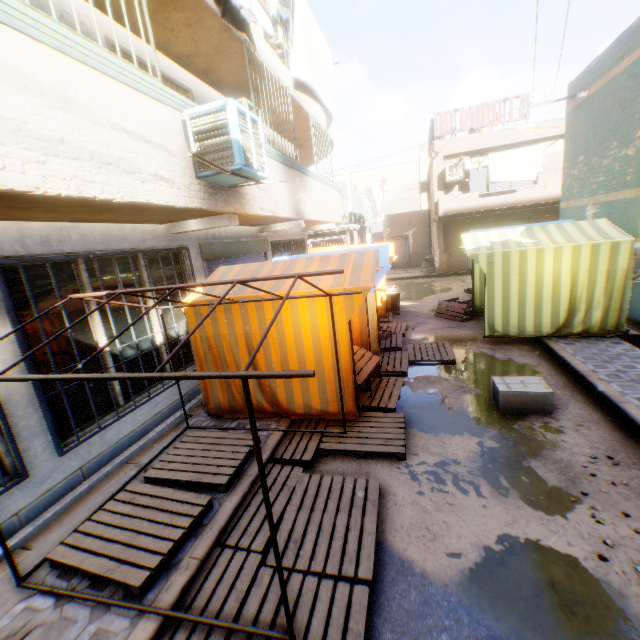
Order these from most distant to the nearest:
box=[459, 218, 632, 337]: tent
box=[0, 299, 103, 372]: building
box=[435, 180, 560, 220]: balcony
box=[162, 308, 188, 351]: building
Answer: Answer:
1. box=[435, 180, 560, 220]: balcony
2. box=[459, 218, 632, 337]: tent
3. box=[162, 308, 188, 351]: building
4. box=[0, 299, 103, 372]: building

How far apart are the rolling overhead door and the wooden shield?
0.3m

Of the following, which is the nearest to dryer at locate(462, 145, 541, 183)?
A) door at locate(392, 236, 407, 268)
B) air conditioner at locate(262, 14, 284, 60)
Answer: door at locate(392, 236, 407, 268)

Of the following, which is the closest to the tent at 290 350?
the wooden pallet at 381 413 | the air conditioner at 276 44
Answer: the wooden pallet at 381 413

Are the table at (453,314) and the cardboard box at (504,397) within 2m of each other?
no

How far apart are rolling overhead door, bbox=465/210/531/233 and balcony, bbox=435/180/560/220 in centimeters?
2cm

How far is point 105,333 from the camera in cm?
479

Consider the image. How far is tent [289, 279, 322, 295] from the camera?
4.7m
